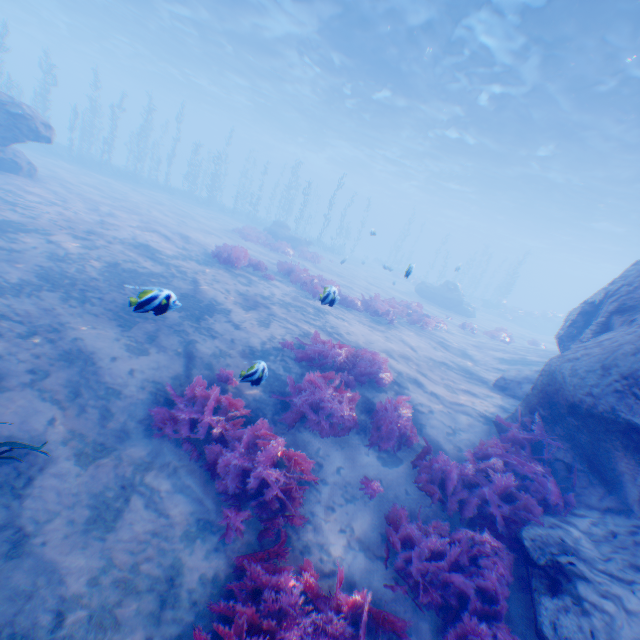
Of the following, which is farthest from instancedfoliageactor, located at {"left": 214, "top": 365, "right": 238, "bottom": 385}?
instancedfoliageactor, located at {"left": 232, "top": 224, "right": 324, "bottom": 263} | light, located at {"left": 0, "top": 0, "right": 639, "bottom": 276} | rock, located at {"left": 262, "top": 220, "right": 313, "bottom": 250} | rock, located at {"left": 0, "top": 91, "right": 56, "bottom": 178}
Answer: rock, located at {"left": 262, "top": 220, "right": 313, "bottom": 250}

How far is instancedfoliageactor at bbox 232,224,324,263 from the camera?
20.78m

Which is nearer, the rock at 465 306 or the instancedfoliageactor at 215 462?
the instancedfoliageactor at 215 462

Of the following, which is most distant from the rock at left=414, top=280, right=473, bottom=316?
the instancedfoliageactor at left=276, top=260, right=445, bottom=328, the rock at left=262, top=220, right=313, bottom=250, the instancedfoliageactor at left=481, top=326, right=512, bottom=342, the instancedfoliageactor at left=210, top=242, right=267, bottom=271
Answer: the rock at left=262, top=220, right=313, bottom=250

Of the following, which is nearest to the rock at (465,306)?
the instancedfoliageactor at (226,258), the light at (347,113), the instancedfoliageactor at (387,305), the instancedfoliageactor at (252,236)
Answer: the light at (347,113)

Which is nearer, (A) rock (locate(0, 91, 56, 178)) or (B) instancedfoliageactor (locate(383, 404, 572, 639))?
(B) instancedfoliageactor (locate(383, 404, 572, 639))

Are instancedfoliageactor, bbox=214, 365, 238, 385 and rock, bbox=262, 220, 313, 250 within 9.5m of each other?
no

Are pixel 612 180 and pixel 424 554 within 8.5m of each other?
no
